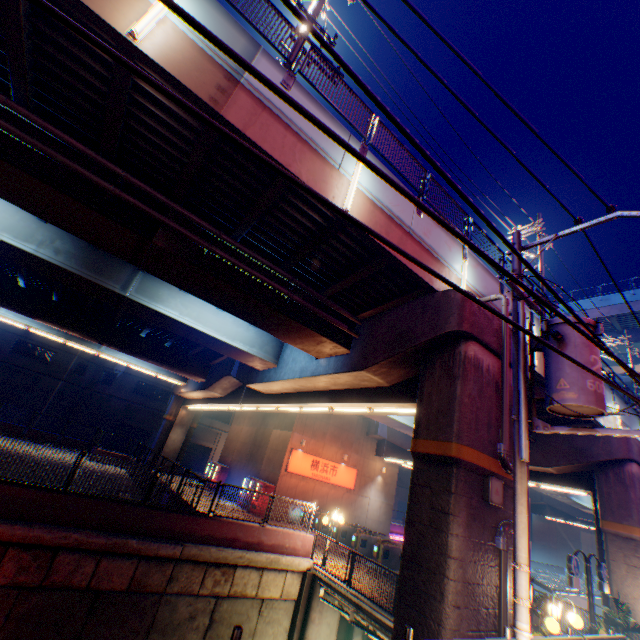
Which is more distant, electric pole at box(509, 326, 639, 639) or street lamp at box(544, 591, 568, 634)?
street lamp at box(544, 591, 568, 634)

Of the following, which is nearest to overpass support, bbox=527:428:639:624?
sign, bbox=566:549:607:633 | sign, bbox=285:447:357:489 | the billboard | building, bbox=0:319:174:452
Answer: sign, bbox=285:447:357:489

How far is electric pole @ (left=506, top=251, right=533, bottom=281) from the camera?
6.69m

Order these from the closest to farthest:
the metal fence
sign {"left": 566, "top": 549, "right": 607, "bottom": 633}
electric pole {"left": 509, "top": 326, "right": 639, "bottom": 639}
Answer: electric pole {"left": 509, "top": 326, "right": 639, "bottom": 639} → the metal fence → sign {"left": 566, "top": 549, "right": 607, "bottom": 633}

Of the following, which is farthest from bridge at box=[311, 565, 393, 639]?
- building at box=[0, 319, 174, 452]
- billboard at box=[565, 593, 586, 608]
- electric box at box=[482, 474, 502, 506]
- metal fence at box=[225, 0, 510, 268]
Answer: billboard at box=[565, 593, 586, 608]

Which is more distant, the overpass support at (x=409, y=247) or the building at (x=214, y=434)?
the building at (x=214, y=434)

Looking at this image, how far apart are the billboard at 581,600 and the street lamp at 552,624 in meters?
52.4

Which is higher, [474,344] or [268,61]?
[268,61]
